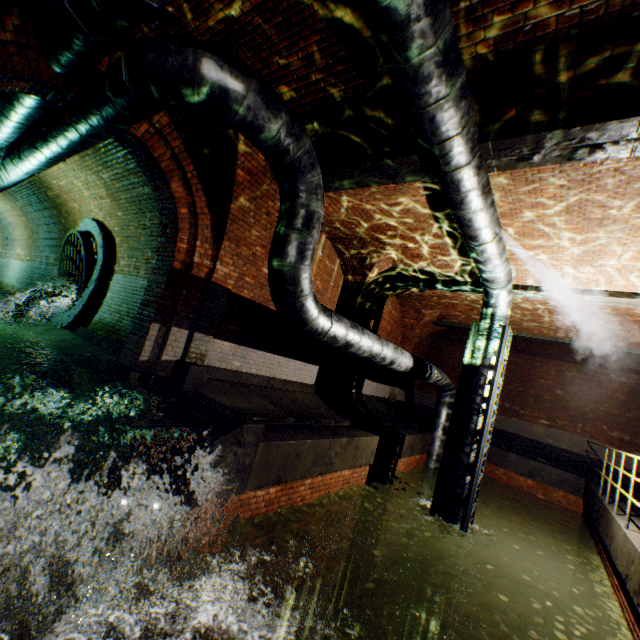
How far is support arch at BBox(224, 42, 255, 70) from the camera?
3.9m

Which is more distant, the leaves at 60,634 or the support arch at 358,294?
the support arch at 358,294

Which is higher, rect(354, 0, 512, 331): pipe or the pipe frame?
rect(354, 0, 512, 331): pipe

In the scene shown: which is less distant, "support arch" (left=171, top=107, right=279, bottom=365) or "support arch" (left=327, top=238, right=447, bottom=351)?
"support arch" (left=171, top=107, right=279, bottom=365)

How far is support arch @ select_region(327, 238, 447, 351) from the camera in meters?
8.6

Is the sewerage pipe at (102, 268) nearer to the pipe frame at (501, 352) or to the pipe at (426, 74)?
the pipe at (426, 74)

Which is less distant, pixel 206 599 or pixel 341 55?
pixel 341 55

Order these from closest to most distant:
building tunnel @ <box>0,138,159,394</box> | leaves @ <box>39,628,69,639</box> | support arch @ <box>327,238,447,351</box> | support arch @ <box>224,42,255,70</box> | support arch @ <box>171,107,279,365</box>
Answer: leaves @ <box>39,628,69,639</box>
support arch @ <box>224,42,255,70</box>
support arch @ <box>171,107,279,365</box>
building tunnel @ <box>0,138,159,394</box>
support arch @ <box>327,238,447,351</box>
